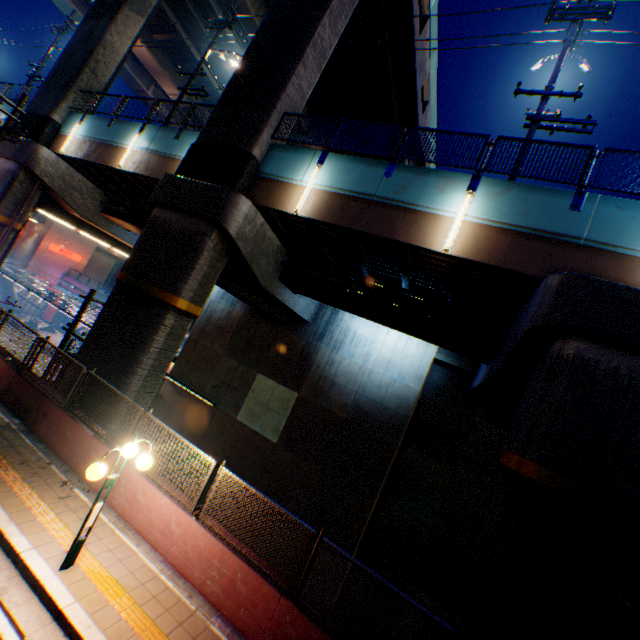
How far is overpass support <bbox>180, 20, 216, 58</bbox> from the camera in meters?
23.0

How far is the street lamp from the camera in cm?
543

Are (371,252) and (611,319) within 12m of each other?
yes

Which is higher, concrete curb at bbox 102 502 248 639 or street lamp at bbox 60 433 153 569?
street lamp at bbox 60 433 153 569

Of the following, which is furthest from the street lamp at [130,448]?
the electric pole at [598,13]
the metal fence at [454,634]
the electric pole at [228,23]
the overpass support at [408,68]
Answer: the electric pole at [228,23]

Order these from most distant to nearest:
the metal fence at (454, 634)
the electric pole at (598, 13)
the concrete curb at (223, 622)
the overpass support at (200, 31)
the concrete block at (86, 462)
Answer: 1. the overpass support at (200, 31)
2. the electric pole at (598, 13)
3. the concrete block at (86, 462)
4. the concrete curb at (223, 622)
5. the metal fence at (454, 634)

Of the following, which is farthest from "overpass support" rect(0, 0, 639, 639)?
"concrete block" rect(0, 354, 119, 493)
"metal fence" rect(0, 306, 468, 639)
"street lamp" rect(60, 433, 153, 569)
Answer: A: "street lamp" rect(60, 433, 153, 569)

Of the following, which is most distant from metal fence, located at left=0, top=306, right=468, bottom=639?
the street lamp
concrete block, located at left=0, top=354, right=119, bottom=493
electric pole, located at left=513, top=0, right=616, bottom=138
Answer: electric pole, located at left=513, top=0, right=616, bottom=138
